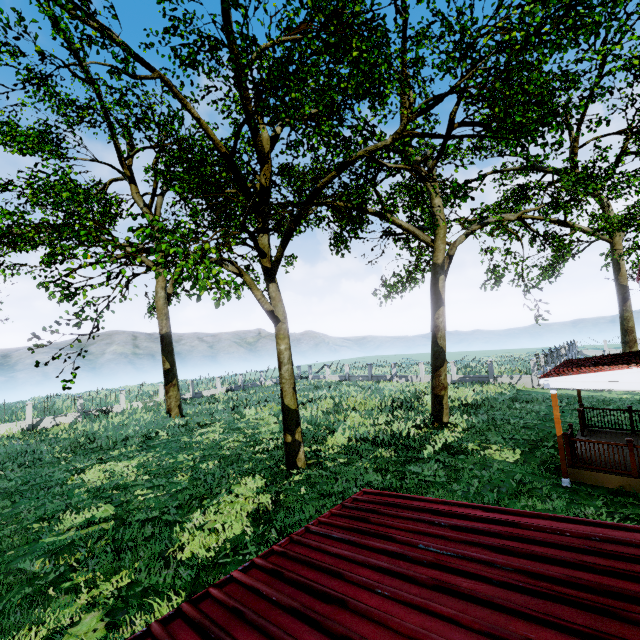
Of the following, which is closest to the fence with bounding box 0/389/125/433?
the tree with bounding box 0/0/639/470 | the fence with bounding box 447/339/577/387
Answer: the tree with bounding box 0/0/639/470

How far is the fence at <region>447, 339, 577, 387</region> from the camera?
25.73m

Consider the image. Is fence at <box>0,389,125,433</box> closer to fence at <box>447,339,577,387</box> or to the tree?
the tree

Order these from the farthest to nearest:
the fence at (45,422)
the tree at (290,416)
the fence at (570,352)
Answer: the fence at (570,352), the fence at (45,422), the tree at (290,416)

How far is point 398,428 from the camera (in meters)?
16.66

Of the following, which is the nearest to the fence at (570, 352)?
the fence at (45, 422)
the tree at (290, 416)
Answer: the tree at (290, 416)

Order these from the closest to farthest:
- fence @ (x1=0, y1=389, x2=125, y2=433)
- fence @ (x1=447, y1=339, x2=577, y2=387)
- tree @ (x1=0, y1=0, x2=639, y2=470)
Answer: tree @ (x1=0, y1=0, x2=639, y2=470) → fence @ (x1=0, y1=389, x2=125, y2=433) → fence @ (x1=447, y1=339, x2=577, y2=387)
